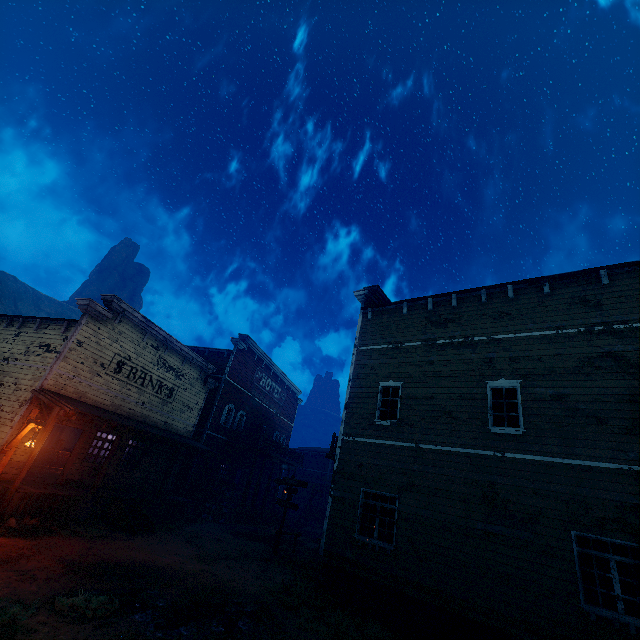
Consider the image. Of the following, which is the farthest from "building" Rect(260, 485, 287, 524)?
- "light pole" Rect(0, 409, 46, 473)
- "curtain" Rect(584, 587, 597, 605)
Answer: "light pole" Rect(0, 409, 46, 473)

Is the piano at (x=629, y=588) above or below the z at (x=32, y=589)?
above

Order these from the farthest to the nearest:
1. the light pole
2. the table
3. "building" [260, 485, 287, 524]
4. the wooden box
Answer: "building" [260, 485, 287, 524], the wooden box, the table, the light pole

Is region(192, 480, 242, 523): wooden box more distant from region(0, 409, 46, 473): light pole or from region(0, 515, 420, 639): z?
region(0, 409, 46, 473): light pole

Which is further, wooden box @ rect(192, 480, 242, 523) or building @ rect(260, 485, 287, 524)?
building @ rect(260, 485, 287, 524)

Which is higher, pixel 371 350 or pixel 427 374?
pixel 371 350

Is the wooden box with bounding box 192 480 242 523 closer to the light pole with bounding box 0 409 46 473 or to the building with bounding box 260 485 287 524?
the building with bounding box 260 485 287 524

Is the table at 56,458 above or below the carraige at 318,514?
above
